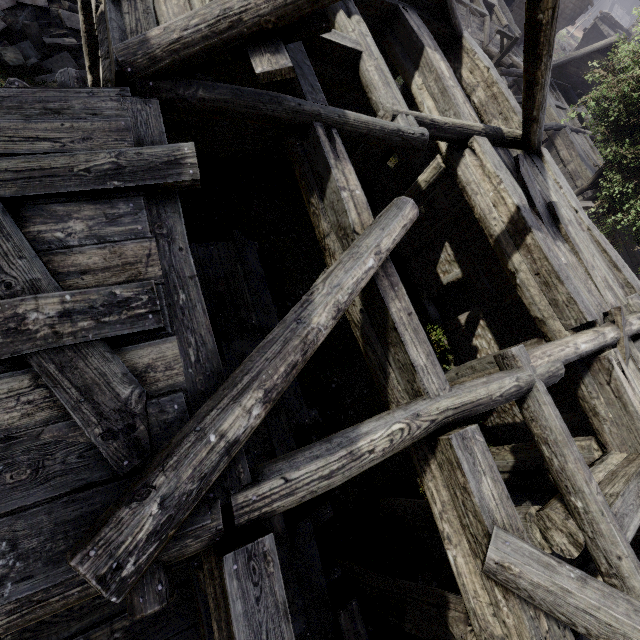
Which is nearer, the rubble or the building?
the building

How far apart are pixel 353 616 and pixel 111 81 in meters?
8.4 m

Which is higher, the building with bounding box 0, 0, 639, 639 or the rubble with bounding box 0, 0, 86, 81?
the building with bounding box 0, 0, 639, 639

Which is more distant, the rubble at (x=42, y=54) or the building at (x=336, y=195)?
the rubble at (x=42, y=54)

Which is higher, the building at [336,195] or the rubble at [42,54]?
the building at [336,195]
